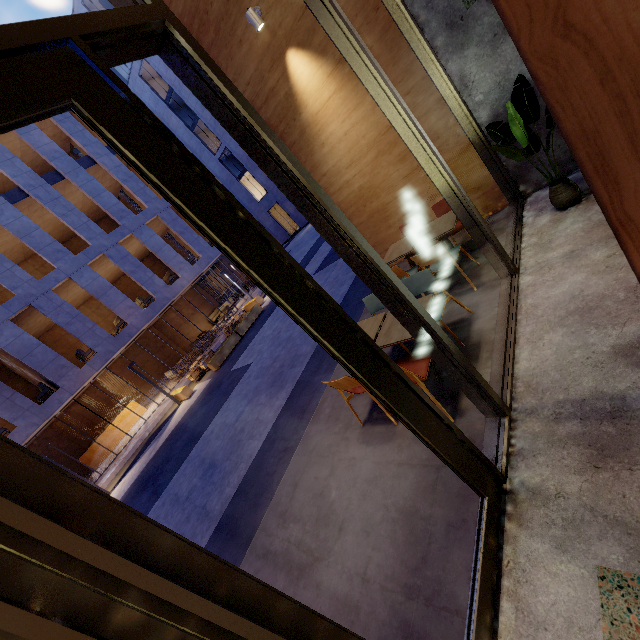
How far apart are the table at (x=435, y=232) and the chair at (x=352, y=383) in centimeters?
198cm

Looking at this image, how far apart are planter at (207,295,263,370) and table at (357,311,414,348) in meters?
12.1

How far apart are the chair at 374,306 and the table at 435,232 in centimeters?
98cm

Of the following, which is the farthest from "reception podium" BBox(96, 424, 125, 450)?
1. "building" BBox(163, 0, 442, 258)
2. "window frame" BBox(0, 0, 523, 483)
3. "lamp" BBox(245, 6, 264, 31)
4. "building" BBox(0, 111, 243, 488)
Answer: "window frame" BBox(0, 0, 523, 483)

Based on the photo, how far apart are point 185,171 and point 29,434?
17.1m

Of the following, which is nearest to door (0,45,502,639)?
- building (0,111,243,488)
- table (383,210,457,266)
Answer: table (383,210,457,266)

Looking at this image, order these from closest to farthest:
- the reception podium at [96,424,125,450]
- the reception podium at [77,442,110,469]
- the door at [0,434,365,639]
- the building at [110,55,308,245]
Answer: the door at [0,434,365,639]
the reception podium at [77,442,110,469]
the reception podium at [96,424,125,450]
the building at [110,55,308,245]

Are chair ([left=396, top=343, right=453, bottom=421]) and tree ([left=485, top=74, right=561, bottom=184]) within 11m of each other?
yes
